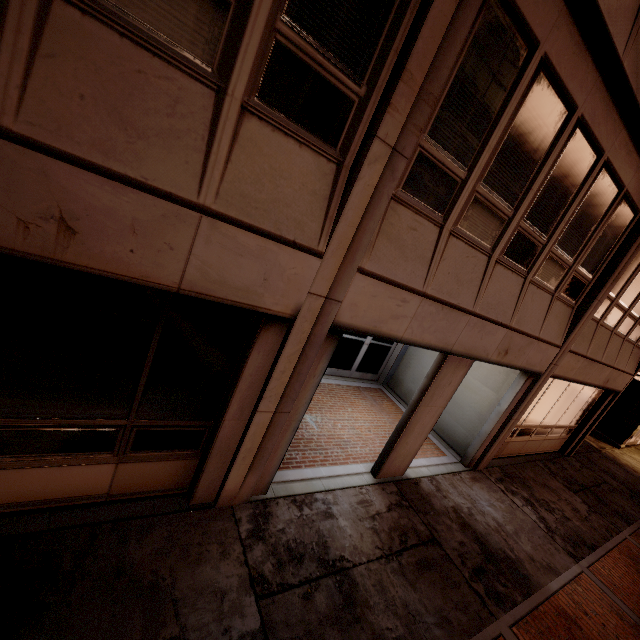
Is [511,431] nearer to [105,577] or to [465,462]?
[465,462]
